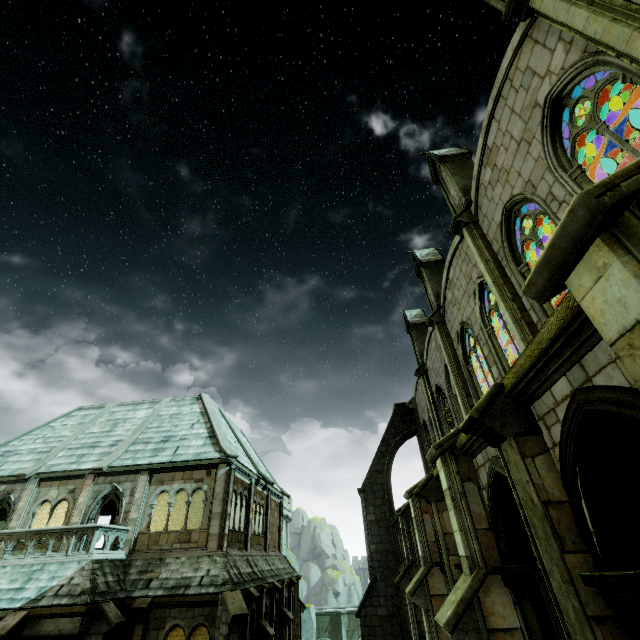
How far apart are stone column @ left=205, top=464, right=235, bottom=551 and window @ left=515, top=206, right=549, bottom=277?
15.9 meters

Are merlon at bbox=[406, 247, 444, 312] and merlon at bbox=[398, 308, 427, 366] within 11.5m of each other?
yes

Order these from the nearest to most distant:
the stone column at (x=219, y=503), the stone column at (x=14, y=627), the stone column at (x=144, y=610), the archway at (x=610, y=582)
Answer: the archway at (x=610, y=582)
the stone column at (x=14, y=627)
the stone column at (x=144, y=610)
the stone column at (x=219, y=503)

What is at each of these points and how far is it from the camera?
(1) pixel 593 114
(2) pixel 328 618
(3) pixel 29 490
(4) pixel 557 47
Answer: (1) window, 6.4m
(2) bridge, 41.0m
(3) stone column, 17.6m
(4) building, 6.8m

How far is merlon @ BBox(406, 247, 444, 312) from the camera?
16.9m

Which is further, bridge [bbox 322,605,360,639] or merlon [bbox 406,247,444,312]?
bridge [bbox 322,605,360,639]

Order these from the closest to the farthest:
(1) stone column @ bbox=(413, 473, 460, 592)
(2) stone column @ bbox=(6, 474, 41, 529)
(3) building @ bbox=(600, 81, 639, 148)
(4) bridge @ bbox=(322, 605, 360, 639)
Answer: (1) stone column @ bbox=(413, 473, 460, 592)
(3) building @ bbox=(600, 81, 639, 148)
(2) stone column @ bbox=(6, 474, 41, 529)
(4) bridge @ bbox=(322, 605, 360, 639)

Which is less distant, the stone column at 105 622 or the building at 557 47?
the building at 557 47
